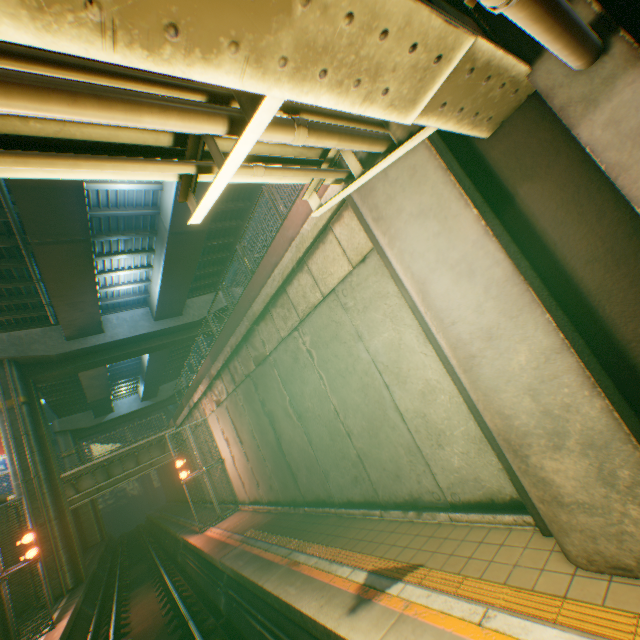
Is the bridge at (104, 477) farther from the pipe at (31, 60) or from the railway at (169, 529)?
the pipe at (31, 60)

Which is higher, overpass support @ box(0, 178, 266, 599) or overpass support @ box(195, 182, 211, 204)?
overpass support @ box(195, 182, 211, 204)

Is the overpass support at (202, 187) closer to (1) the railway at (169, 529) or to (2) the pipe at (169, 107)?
(1) the railway at (169, 529)

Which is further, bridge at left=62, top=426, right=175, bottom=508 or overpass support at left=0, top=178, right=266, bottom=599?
bridge at left=62, top=426, right=175, bottom=508

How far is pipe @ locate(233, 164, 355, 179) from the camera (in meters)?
3.51

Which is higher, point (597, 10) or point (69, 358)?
point (69, 358)

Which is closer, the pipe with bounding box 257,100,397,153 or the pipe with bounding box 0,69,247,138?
the pipe with bounding box 0,69,247,138

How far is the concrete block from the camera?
7.4 meters
